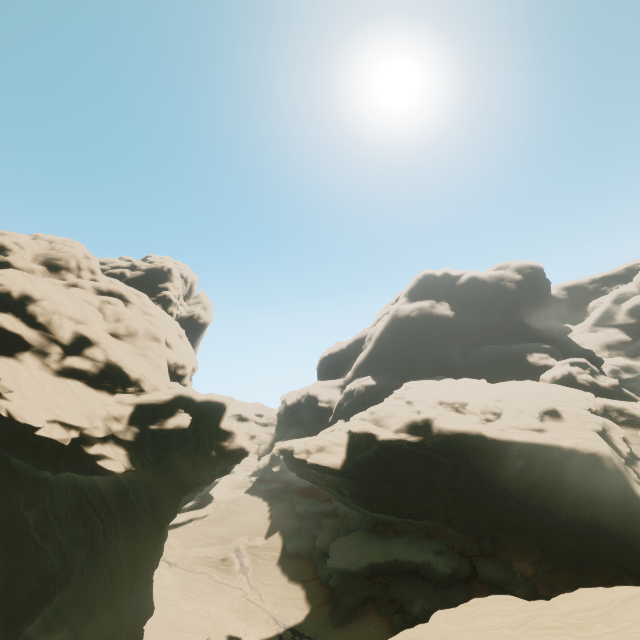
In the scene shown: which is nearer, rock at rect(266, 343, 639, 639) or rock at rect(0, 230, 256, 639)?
rock at rect(266, 343, 639, 639)

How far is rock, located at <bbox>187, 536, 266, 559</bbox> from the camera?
43.31m

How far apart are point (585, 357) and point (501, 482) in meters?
46.0 m

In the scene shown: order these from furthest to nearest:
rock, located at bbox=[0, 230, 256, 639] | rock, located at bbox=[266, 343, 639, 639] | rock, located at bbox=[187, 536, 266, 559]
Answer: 1. rock, located at bbox=[187, 536, 266, 559]
2. rock, located at bbox=[0, 230, 256, 639]
3. rock, located at bbox=[266, 343, 639, 639]

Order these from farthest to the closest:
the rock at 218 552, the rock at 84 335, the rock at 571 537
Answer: the rock at 218 552 → the rock at 84 335 → the rock at 571 537

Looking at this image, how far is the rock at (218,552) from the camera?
43.3 meters
